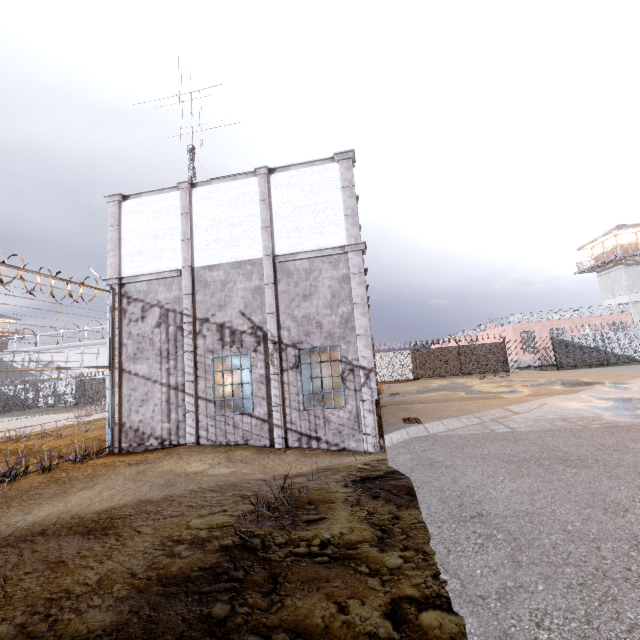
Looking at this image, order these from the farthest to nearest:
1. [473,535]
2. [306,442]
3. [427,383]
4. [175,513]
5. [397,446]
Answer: [427,383], [306,442], [397,446], [175,513], [473,535]

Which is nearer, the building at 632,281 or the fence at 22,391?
the fence at 22,391

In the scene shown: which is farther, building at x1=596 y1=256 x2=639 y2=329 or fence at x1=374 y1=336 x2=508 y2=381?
building at x1=596 y1=256 x2=639 y2=329

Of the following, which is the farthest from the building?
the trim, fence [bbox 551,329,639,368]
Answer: the trim

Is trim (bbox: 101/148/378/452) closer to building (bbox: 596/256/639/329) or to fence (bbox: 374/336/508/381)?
fence (bbox: 374/336/508/381)

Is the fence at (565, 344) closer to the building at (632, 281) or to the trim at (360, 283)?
the trim at (360, 283)
